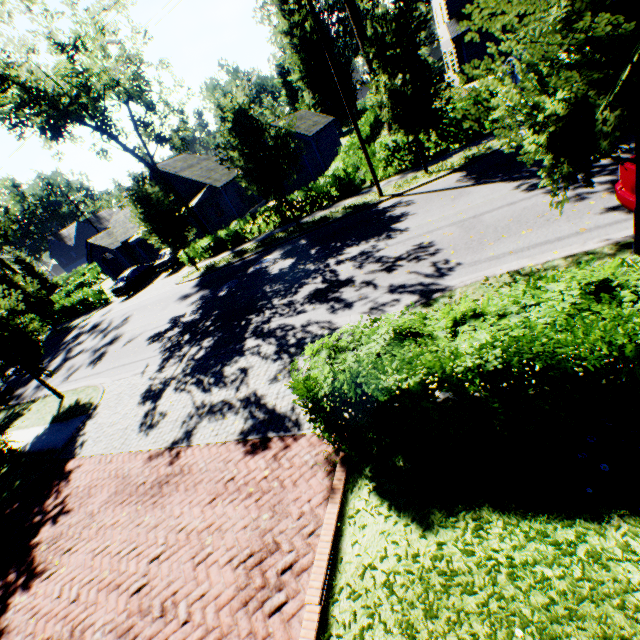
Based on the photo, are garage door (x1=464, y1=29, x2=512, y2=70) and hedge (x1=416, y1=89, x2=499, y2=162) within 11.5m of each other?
no

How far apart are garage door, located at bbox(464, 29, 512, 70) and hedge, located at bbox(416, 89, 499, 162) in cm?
1364

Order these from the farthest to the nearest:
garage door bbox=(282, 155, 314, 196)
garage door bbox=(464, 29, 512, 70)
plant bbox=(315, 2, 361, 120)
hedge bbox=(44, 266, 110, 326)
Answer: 1. plant bbox=(315, 2, 361, 120)
2. hedge bbox=(44, 266, 110, 326)
3. garage door bbox=(282, 155, 314, 196)
4. garage door bbox=(464, 29, 512, 70)

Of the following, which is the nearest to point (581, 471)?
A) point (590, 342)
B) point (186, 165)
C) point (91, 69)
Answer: point (590, 342)

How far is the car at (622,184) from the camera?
6.0 meters

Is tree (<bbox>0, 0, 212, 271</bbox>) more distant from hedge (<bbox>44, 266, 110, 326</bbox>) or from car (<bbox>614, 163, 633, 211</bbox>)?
car (<bbox>614, 163, 633, 211</bbox>)

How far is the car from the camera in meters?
6.0 m

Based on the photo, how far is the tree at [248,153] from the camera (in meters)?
14.64
